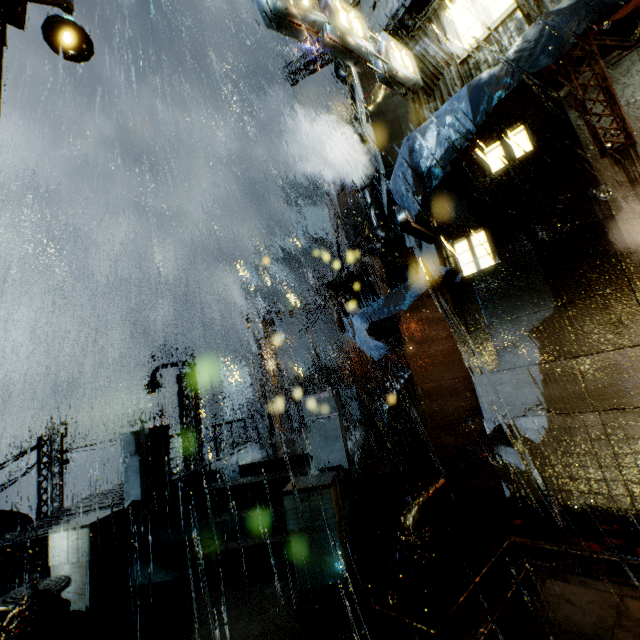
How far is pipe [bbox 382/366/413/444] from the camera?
18.1m

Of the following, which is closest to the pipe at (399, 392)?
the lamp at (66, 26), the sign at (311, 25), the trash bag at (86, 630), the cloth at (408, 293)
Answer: the cloth at (408, 293)

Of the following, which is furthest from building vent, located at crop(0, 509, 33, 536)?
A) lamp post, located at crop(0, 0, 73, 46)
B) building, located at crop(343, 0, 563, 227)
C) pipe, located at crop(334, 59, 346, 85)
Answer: Result: pipe, located at crop(334, 59, 346, 85)

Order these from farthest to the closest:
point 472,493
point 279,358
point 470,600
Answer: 1. point 279,358
2. point 472,493
3. point 470,600

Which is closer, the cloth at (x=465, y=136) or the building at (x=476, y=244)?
the cloth at (x=465, y=136)

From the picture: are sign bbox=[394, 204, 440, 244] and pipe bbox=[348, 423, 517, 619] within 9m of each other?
yes

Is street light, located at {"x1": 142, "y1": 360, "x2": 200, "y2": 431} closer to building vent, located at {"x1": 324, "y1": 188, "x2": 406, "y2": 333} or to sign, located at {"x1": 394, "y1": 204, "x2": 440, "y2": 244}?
building vent, located at {"x1": 324, "y1": 188, "x2": 406, "y2": 333}

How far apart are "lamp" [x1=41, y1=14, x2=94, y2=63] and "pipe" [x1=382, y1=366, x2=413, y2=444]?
17.26m
